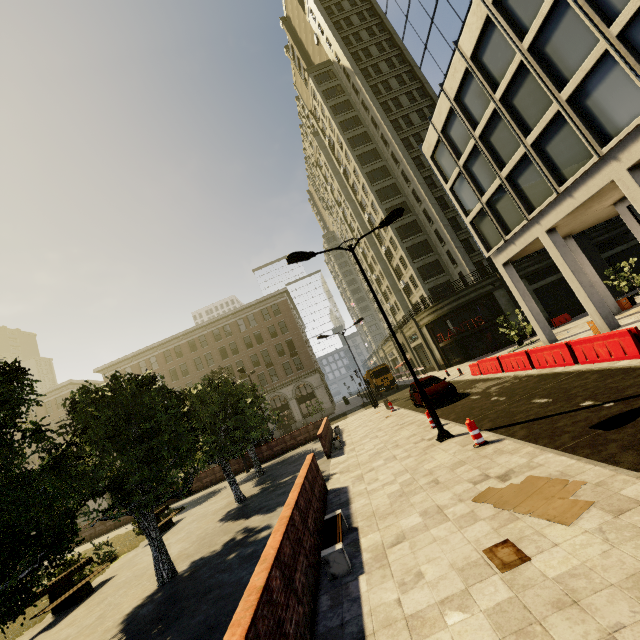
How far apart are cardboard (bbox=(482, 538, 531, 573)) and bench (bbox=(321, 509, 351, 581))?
2.2m

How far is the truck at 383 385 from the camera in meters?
37.6

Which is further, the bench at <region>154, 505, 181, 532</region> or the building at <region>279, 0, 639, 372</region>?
the bench at <region>154, 505, 181, 532</region>

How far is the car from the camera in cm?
1622

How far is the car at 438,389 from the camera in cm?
1622

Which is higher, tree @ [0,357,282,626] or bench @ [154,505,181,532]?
tree @ [0,357,282,626]

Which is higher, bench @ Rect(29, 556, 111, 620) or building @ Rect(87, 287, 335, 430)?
building @ Rect(87, 287, 335, 430)

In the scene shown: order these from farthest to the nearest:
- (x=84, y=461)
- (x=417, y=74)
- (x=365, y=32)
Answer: (x=365, y=32) → (x=417, y=74) → (x=84, y=461)
